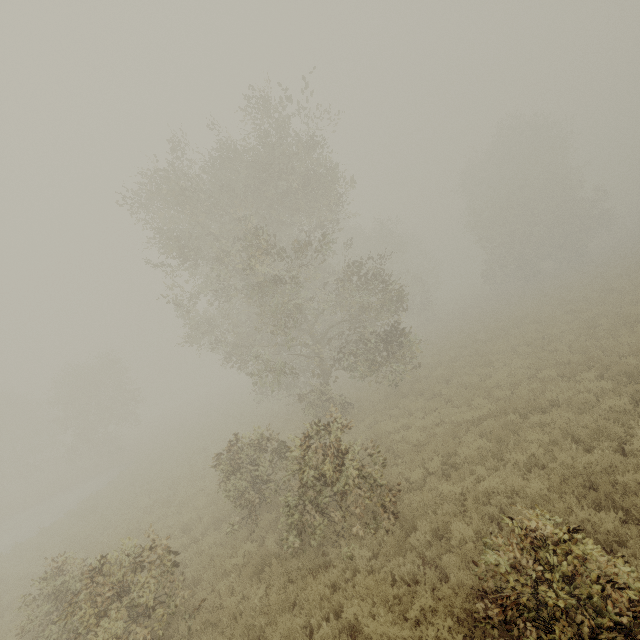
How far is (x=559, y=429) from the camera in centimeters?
880cm

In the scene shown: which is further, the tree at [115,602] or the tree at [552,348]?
the tree at [115,602]

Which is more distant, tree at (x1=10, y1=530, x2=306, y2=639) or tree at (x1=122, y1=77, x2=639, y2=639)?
tree at (x1=10, y1=530, x2=306, y2=639)
